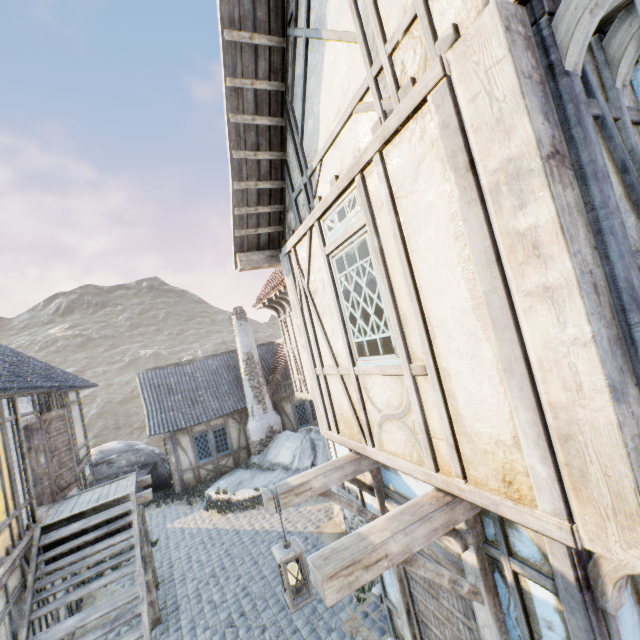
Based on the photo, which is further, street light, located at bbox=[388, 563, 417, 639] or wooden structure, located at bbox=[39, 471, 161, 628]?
wooden structure, located at bbox=[39, 471, 161, 628]

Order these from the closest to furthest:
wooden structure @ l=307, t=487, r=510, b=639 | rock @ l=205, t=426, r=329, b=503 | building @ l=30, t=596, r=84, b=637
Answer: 1. wooden structure @ l=307, t=487, r=510, b=639
2. building @ l=30, t=596, r=84, b=637
3. rock @ l=205, t=426, r=329, b=503

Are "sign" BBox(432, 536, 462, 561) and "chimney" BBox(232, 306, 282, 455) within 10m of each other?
no

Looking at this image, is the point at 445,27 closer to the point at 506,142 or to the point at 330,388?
the point at 506,142

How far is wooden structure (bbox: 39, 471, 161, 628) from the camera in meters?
6.9 m

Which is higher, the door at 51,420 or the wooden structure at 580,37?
the wooden structure at 580,37

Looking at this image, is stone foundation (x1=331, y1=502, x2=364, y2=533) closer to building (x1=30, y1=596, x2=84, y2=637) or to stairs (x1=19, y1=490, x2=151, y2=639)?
stairs (x1=19, y1=490, x2=151, y2=639)

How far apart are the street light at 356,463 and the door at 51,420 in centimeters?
782cm
